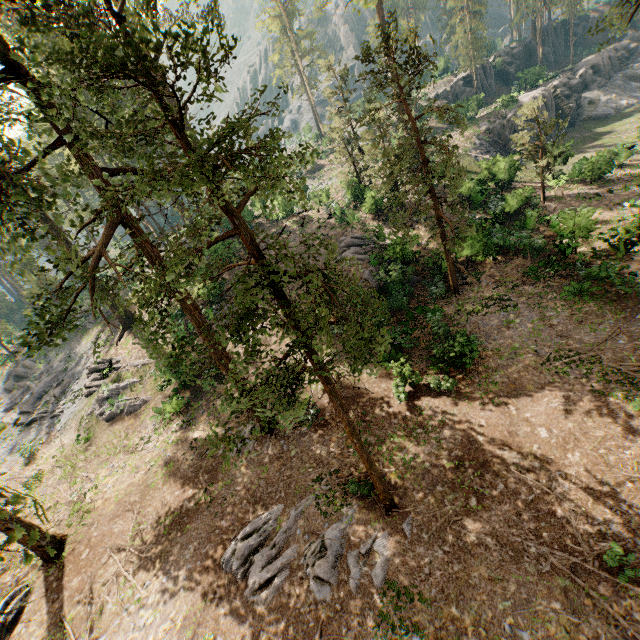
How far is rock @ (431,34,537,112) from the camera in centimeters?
4491cm

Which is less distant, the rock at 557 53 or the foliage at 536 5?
the foliage at 536 5

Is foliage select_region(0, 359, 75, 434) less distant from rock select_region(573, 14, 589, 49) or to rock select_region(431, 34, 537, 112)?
rock select_region(431, 34, 537, 112)

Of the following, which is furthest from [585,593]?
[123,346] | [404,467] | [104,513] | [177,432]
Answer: A: [123,346]

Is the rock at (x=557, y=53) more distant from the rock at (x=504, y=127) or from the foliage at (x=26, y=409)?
the rock at (x=504, y=127)

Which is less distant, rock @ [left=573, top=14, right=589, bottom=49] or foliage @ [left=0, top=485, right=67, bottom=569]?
foliage @ [left=0, top=485, right=67, bottom=569]

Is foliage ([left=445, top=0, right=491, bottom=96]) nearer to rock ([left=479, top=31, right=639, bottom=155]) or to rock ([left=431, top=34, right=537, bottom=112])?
rock ([left=431, top=34, right=537, bottom=112])

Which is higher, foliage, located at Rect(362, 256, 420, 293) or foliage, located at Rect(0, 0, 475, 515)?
foliage, located at Rect(0, 0, 475, 515)
